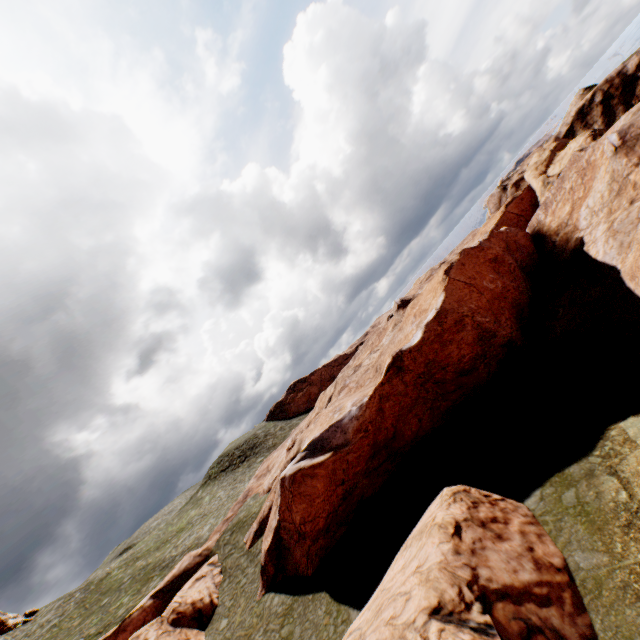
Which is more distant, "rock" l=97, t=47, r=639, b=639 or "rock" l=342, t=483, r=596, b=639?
"rock" l=97, t=47, r=639, b=639

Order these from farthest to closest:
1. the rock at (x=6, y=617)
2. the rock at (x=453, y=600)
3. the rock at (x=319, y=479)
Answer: the rock at (x=6, y=617) → the rock at (x=319, y=479) → the rock at (x=453, y=600)

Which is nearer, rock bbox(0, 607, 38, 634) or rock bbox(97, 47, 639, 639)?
rock bbox(97, 47, 639, 639)

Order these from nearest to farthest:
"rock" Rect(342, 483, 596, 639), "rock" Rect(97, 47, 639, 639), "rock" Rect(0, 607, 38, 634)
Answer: "rock" Rect(342, 483, 596, 639) → "rock" Rect(97, 47, 639, 639) → "rock" Rect(0, 607, 38, 634)

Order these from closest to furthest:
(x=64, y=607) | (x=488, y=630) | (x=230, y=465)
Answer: (x=488, y=630), (x=64, y=607), (x=230, y=465)

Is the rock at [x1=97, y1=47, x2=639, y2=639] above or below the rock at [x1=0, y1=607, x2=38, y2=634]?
below

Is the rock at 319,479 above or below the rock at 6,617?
below
